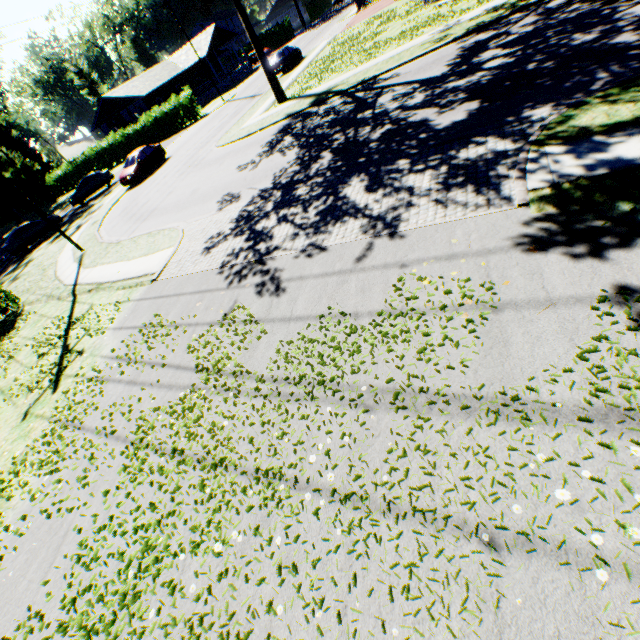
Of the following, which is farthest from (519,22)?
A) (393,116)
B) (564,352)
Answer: (564,352)

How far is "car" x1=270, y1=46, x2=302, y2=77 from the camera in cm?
2847

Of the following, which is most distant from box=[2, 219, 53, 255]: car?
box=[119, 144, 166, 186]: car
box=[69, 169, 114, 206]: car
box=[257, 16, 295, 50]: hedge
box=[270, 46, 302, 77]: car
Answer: box=[257, 16, 295, 50]: hedge

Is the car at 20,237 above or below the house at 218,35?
below

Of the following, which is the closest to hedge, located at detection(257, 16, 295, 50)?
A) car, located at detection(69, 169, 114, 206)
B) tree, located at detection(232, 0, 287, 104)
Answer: car, located at detection(69, 169, 114, 206)

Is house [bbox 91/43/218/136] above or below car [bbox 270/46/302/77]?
above

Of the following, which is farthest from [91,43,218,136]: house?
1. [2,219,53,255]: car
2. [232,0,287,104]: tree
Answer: [232,0,287,104]: tree

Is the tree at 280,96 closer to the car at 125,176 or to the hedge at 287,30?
the car at 125,176
